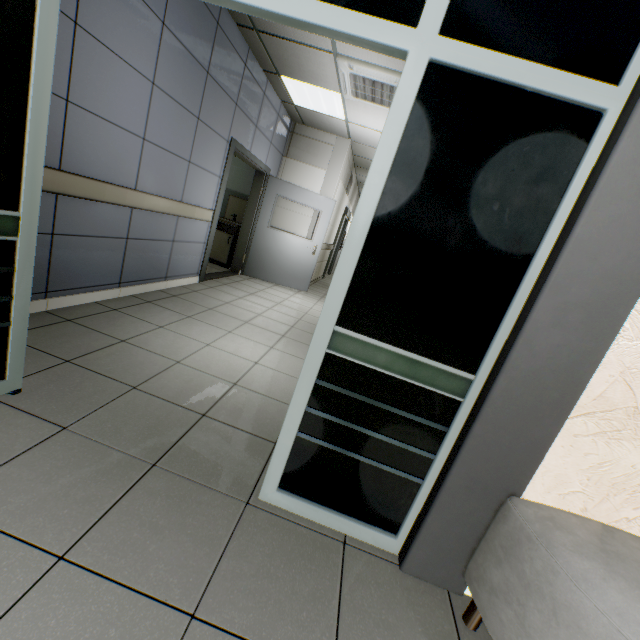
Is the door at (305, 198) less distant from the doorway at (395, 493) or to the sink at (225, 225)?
the sink at (225, 225)

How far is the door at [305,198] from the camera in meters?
5.0

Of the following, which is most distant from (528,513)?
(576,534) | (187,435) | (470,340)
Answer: (187,435)

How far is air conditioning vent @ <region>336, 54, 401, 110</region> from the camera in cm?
371

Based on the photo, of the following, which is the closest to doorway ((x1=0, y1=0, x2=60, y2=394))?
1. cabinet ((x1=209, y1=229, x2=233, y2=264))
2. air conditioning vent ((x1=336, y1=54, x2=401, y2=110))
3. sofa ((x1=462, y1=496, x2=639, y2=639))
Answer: sofa ((x1=462, y1=496, x2=639, y2=639))

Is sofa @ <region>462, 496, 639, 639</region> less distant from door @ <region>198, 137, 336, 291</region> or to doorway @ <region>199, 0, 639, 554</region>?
doorway @ <region>199, 0, 639, 554</region>

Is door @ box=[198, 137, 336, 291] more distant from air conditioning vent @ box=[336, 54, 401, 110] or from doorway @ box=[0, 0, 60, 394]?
doorway @ box=[0, 0, 60, 394]

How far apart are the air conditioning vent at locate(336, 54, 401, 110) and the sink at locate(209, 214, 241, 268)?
3.12m
